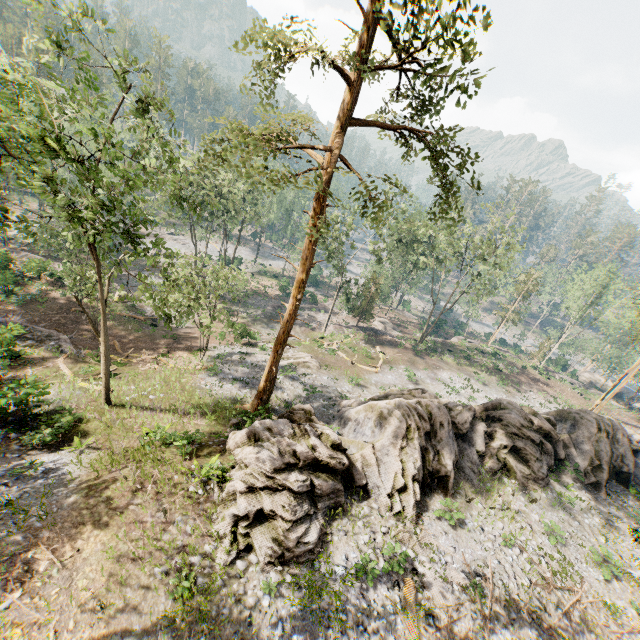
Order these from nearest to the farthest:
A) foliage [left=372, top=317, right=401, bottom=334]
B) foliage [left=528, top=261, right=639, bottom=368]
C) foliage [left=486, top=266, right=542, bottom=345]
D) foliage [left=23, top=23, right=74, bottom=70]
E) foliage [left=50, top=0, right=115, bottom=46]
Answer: foliage [left=23, top=23, right=74, bottom=70] < foliage [left=50, top=0, right=115, bottom=46] < foliage [left=528, top=261, right=639, bottom=368] < foliage [left=486, top=266, right=542, bottom=345] < foliage [left=372, top=317, right=401, bottom=334]

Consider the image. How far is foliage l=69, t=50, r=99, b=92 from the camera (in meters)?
9.78

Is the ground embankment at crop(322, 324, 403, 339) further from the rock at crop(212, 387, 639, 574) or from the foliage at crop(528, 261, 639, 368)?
the rock at crop(212, 387, 639, 574)

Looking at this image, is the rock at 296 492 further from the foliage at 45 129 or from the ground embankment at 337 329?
the ground embankment at 337 329

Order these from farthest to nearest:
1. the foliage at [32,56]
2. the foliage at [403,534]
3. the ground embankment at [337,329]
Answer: the ground embankment at [337,329], the foliage at [403,534], the foliage at [32,56]

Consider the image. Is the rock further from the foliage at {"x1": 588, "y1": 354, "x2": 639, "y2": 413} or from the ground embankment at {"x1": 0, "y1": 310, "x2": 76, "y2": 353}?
the ground embankment at {"x1": 0, "y1": 310, "x2": 76, "y2": 353}

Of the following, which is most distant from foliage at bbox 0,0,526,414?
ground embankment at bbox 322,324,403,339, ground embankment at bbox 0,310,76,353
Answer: ground embankment at bbox 0,310,76,353

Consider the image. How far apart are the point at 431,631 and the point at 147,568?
10.3m
